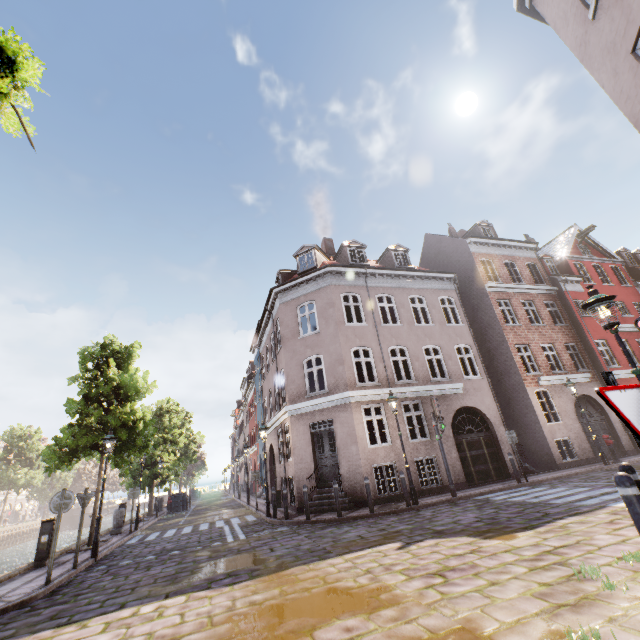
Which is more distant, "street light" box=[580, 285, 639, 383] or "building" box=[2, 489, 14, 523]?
"building" box=[2, 489, 14, 523]

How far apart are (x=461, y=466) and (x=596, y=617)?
12.07m

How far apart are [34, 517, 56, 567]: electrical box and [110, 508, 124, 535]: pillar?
6.2m

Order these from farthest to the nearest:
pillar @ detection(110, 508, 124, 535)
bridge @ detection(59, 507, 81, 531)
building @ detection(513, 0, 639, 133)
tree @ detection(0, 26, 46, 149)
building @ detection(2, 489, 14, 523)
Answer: building @ detection(2, 489, 14, 523) → bridge @ detection(59, 507, 81, 531) → pillar @ detection(110, 508, 124, 535) → building @ detection(513, 0, 639, 133) → tree @ detection(0, 26, 46, 149)

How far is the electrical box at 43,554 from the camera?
9.9 meters

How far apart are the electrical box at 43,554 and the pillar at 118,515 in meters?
6.2 m

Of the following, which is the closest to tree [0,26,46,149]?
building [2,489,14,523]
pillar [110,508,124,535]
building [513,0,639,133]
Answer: pillar [110,508,124,535]

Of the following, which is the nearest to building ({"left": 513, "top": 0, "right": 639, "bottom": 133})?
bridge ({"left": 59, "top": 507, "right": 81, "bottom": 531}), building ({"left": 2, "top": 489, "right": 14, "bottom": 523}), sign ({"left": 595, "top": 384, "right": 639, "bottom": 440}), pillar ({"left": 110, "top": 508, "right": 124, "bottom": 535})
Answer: sign ({"left": 595, "top": 384, "right": 639, "bottom": 440})
